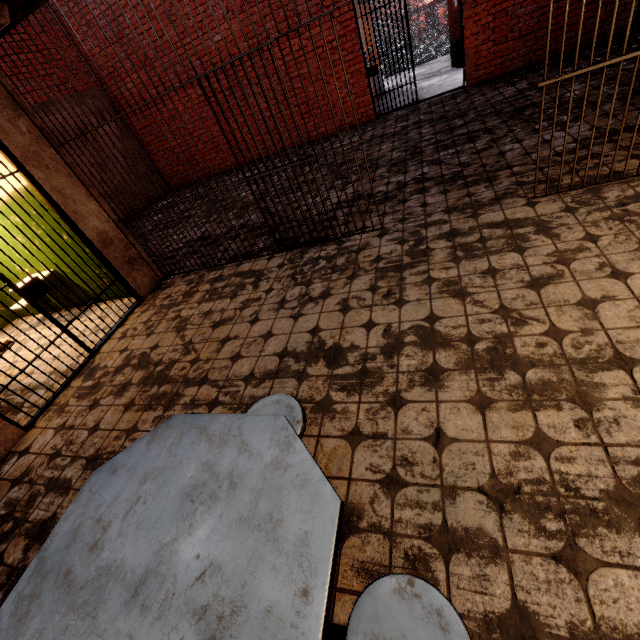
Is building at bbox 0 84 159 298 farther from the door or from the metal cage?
the door

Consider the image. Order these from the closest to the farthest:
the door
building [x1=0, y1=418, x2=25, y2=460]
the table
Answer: the table, building [x1=0, y1=418, x2=25, y2=460], the door

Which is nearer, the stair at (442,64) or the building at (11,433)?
the building at (11,433)

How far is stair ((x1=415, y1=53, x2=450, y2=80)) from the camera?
9.88m

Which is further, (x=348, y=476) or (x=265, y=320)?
(x=265, y=320)

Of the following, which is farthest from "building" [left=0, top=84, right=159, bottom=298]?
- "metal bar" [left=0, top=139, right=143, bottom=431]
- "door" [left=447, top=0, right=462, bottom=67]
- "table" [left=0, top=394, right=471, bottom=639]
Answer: "door" [left=447, top=0, right=462, bottom=67]

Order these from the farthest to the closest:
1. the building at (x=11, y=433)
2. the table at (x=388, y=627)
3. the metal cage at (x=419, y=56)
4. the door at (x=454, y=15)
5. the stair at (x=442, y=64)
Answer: the metal cage at (x=419, y=56), the stair at (x=442, y=64), the door at (x=454, y=15), the building at (x=11, y=433), the table at (x=388, y=627)

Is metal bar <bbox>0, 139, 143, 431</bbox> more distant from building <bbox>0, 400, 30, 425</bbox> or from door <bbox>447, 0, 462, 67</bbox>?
door <bbox>447, 0, 462, 67</bbox>
